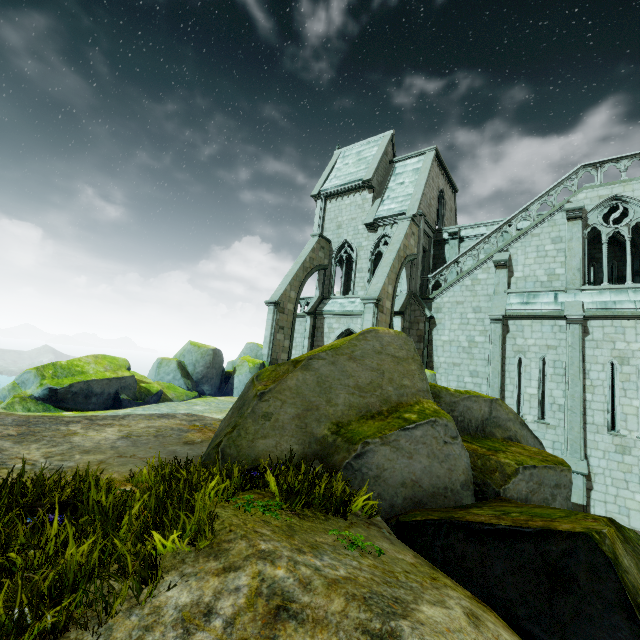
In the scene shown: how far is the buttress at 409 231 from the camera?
16.0 meters

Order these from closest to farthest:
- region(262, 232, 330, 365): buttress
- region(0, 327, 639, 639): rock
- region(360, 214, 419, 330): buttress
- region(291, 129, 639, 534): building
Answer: region(0, 327, 639, 639): rock < region(291, 129, 639, 534): building < region(360, 214, 419, 330): buttress < region(262, 232, 330, 365): buttress

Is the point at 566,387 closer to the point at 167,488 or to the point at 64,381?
the point at 167,488

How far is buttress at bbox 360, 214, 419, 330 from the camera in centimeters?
1603cm

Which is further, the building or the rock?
the building

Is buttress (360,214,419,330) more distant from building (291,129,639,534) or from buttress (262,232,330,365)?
buttress (262,232,330,365)

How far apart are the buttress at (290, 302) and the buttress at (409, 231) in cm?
590

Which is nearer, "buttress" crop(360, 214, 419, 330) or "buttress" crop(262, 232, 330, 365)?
"buttress" crop(360, 214, 419, 330)
